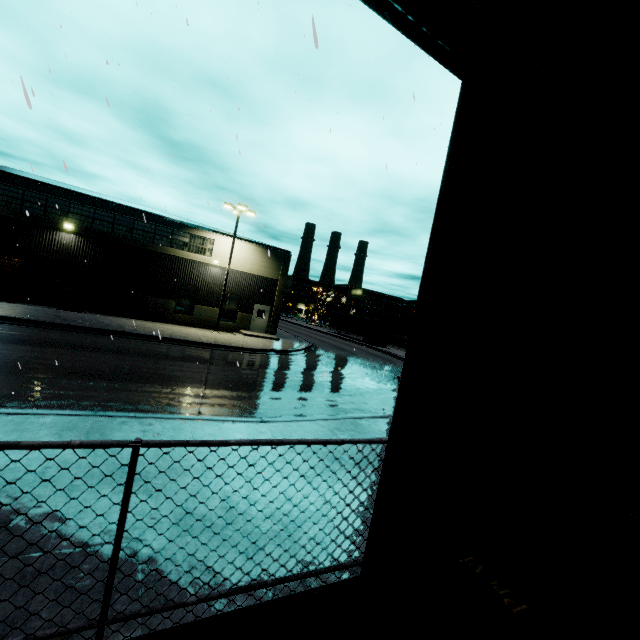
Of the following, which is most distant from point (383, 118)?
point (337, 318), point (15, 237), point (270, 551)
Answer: point (337, 318)

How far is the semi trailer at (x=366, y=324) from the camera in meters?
44.4

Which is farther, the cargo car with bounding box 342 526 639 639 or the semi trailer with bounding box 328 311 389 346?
the semi trailer with bounding box 328 311 389 346

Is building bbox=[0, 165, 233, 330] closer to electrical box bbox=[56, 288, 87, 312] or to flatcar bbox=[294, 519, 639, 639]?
electrical box bbox=[56, 288, 87, 312]

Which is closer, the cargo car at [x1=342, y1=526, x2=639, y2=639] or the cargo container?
the cargo car at [x1=342, y1=526, x2=639, y2=639]

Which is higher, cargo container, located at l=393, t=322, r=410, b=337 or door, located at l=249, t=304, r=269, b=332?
cargo container, located at l=393, t=322, r=410, b=337

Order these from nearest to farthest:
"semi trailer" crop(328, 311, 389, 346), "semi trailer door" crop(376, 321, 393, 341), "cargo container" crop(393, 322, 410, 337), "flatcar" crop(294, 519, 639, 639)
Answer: "flatcar" crop(294, 519, 639, 639) → "semi trailer door" crop(376, 321, 393, 341) → "semi trailer" crop(328, 311, 389, 346) → "cargo container" crop(393, 322, 410, 337)

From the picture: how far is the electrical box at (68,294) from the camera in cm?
2134
